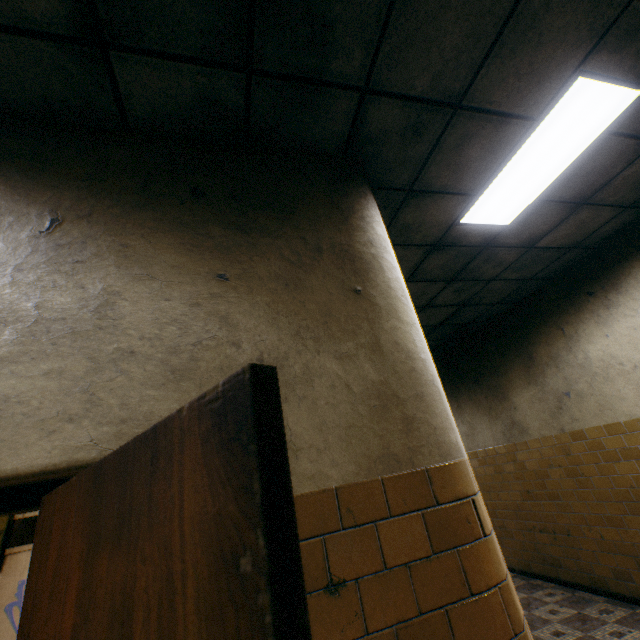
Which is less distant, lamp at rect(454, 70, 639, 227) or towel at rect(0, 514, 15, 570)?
lamp at rect(454, 70, 639, 227)

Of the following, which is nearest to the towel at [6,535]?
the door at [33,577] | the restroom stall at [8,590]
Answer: the restroom stall at [8,590]

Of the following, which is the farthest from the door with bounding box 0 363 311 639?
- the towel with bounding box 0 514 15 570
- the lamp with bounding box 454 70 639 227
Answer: the towel with bounding box 0 514 15 570

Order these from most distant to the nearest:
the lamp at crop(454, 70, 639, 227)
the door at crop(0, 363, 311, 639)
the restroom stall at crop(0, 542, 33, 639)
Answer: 1. the restroom stall at crop(0, 542, 33, 639)
2. the lamp at crop(454, 70, 639, 227)
3. the door at crop(0, 363, 311, 639)

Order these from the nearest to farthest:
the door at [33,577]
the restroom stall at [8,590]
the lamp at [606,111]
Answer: the door at [33,577] → the lamp at [606,111] → the restroom stall at [8,590]

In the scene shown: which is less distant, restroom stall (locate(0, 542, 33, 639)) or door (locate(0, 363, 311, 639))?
door (locate(0, 363, 311, 639))

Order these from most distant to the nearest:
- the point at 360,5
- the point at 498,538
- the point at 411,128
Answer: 1. the point at 498,538
2. the point at 411,128
3. the point at 360,5

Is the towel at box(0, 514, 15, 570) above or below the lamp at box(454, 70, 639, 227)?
below
